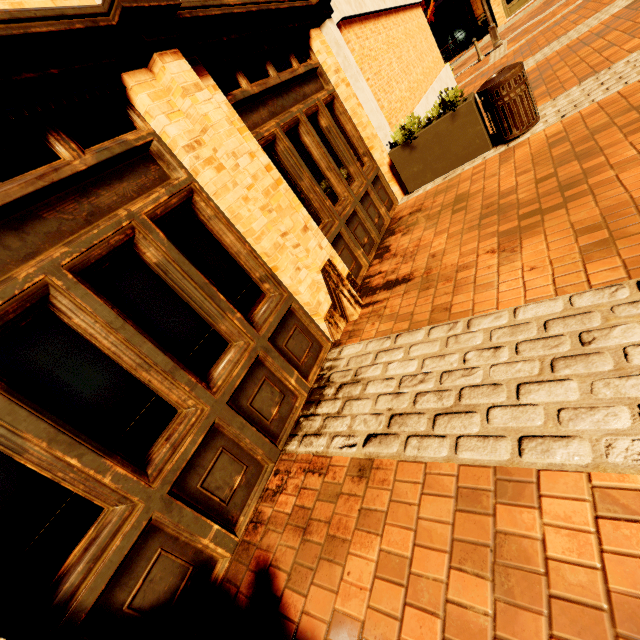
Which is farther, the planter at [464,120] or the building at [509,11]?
the building at [509,11]

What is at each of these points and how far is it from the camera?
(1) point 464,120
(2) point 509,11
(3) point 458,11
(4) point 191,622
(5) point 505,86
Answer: (1) planter, 5.0m
(2) building, 20.2m
(3) building, 23.9m
(4) building, 2.2m
(5) garbage, 4.5m

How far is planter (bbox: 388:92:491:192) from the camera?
5.00m

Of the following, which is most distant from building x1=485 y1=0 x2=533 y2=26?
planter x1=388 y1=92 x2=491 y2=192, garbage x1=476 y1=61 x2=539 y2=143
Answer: planter x1=388 y1=92 x2=491 y2=192

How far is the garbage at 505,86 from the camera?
4.5m

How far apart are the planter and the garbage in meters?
0.1

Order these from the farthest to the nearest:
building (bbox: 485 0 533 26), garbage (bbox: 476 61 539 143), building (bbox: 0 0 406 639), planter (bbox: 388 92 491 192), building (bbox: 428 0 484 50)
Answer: A:
building (bbox: 428 0 484 50)
building (bbox: 485 0 533 26)
planter (bbox: 388 92 491 192)
garbage (bbox: 476 61 539 143)
building (bbox: 0 0 406 639)

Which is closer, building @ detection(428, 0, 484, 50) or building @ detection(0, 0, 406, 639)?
building @ detection(0, 0, 406, 639)
